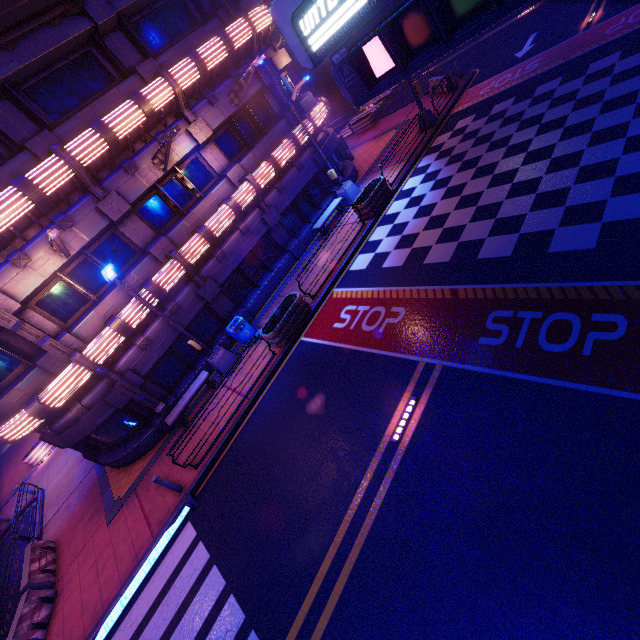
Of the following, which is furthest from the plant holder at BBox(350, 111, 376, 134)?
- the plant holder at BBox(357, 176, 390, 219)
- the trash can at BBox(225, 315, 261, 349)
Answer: the trash can at BBox(225, 315, 261, 349)

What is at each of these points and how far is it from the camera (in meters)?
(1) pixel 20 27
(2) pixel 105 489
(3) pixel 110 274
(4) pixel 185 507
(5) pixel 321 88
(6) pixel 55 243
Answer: (1) awning, 10.06
(2) beam, 13.87
(3) street light, 10.62
(4) floor crosswalk, 10.11
(5) wall arch, 44.19
(6) street light, 10.16

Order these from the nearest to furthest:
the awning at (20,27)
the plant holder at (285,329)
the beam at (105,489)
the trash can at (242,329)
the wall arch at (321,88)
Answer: the awning at (20,27), the plant holder at (285,329), the beam at (105,489), the trash can at (242,329), the wall arch at (321,88)

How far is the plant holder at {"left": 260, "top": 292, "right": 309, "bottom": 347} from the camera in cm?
1235

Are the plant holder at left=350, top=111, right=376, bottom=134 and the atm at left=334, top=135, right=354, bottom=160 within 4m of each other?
no

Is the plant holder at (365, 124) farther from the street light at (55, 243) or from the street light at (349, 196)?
the street light at (55, 243)

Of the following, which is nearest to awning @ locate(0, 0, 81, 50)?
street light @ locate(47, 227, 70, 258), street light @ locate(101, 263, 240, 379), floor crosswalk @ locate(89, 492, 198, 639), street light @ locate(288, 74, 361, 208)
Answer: street light @ locate(47, 227, 70, 258)

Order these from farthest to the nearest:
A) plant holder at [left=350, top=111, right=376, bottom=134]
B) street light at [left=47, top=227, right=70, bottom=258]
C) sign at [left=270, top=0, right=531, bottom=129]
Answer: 1. plant holder at [left=350, top=111, right=376, bottom=134]
2. street light at [left=47, top=227, right=70, bottom=258]
3. sign at [left=270, top=0, right=531, bottom=129]
